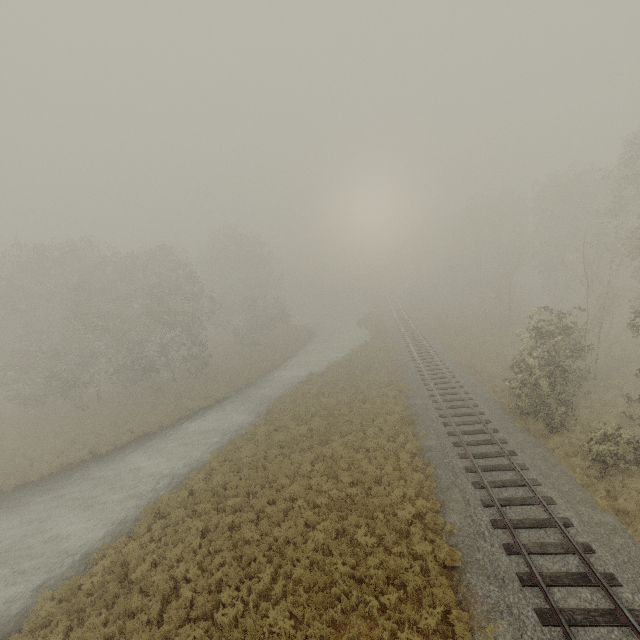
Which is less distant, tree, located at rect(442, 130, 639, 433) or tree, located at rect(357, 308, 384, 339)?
tree, located at rect(442, 130, 639, 433)

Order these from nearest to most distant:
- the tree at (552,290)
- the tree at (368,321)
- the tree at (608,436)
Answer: the tree at (608,436), the tree at (552,290), the tree at (368,321)

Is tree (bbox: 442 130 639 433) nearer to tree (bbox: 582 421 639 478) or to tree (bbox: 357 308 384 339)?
tree (bbox: 582 421 639 478)

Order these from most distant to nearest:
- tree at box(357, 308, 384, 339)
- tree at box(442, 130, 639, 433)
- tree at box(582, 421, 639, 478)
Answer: tree at box(357, 308, 384, 339) < tree at box(442, 130, 639, 433) < tree at box(582, 421, 639, 478)

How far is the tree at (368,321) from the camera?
42.0m

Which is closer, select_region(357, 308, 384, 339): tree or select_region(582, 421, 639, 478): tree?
select_region(582, 421, 639, 478): tree

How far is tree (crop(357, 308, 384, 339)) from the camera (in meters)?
41.97

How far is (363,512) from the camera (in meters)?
13.30
